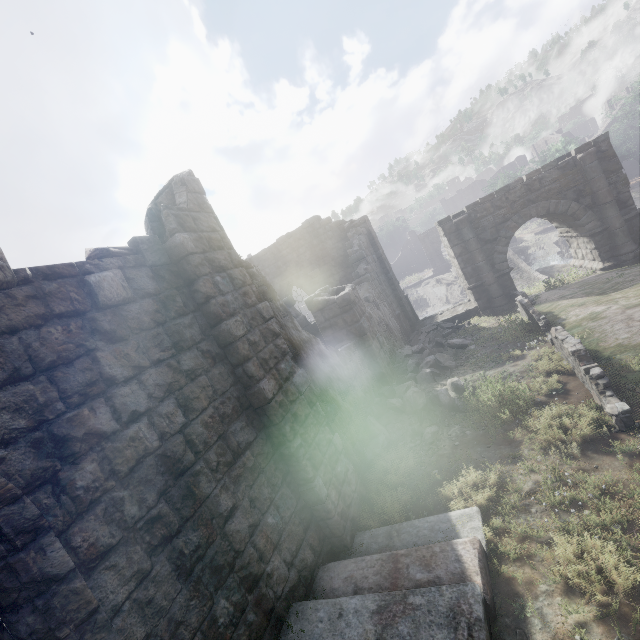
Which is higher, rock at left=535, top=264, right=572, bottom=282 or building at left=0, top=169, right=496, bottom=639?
building at left=0, top=169, right=496, bottom=639

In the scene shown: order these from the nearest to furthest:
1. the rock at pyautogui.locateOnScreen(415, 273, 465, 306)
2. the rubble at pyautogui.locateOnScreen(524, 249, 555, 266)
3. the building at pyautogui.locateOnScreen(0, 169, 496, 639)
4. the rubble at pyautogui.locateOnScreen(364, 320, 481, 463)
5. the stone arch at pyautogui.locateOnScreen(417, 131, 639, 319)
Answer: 1. the building at pyautogui.locateOnScreen(0, 169, 496, 639)
2. the rubble at pyautogui.locateOnScreen(364, 320, 481, 463)
3. the stone arch at pyautogui.locateOnScreen(417, 131, 639, 319)
4. the rubble at pyautogui.locateOnScreen(524, 249, 555, 266)
5. the rock at pyautogui.locateOnScreen(415, 273, 465, 306)

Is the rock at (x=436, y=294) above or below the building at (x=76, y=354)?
below

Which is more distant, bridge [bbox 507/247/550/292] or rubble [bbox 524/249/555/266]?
rubble [bbox 524/249/555/266]

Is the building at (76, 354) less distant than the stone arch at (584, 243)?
Yes

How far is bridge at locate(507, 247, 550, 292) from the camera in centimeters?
1890cm

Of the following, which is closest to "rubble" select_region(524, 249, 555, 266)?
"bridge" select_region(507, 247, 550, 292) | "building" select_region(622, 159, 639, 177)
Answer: "bridge" select_region(507, 247, 550, 292)

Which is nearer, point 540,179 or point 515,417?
point 515,417
